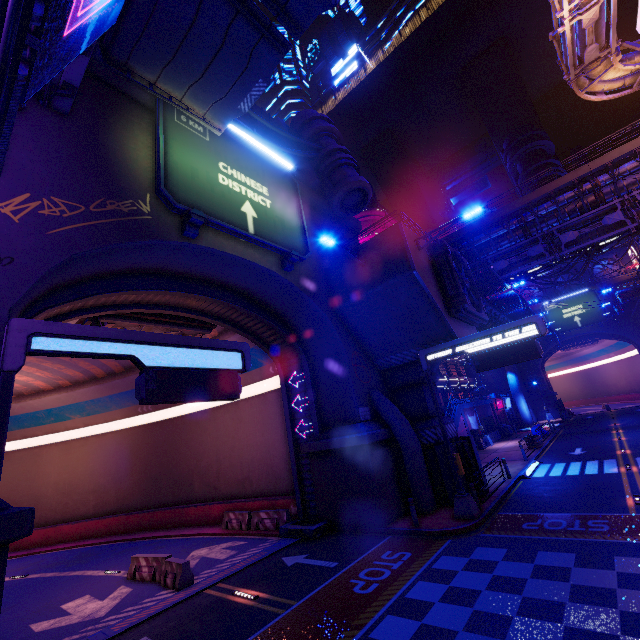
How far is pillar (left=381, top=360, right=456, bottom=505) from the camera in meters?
15.7

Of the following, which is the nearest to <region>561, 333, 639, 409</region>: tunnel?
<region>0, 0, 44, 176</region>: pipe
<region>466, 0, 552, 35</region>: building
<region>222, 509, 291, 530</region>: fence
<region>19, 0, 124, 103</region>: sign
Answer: <region>466, 0, 552, 35</region>: building

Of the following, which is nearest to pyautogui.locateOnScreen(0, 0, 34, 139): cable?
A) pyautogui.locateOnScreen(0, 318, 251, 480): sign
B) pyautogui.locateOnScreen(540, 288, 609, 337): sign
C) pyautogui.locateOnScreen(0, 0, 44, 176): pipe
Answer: A: pyautogui.locateOnScreen(0, 0, 44, 176): pipe

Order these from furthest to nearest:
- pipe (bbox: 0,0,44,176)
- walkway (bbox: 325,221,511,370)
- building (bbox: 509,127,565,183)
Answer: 1. building (bbox: 509,127,565,183)
2. walkway (bbox: 325,221,511,370)
3. pipe (bbox: 0,0,44,176)

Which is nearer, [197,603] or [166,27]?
[166,27]

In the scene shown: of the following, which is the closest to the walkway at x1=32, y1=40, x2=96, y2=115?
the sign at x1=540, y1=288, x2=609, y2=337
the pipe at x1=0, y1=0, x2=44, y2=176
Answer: the pipe at x1=0, y1=0, x2=44, y2=176

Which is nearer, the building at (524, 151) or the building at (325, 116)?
the building at (325, 116)

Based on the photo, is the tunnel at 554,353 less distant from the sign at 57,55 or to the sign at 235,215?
the sign at 235,215
